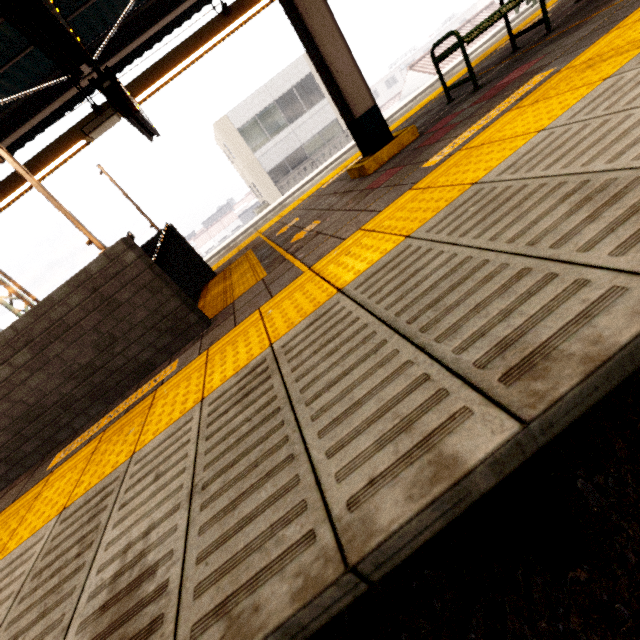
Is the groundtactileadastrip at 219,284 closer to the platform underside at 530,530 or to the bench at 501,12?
the platform underside at 530,530

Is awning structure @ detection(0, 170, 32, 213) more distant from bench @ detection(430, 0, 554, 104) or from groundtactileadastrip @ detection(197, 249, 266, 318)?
groundtactileadastrip @ detection(197, 249, 266, 318)

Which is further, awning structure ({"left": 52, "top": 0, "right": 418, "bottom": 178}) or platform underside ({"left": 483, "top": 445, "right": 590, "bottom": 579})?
awning structure ({"left": 52, "top": 0, "right": 418, "bottom": 178})

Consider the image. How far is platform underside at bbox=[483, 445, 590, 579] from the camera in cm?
107

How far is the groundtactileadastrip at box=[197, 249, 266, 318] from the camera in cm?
328

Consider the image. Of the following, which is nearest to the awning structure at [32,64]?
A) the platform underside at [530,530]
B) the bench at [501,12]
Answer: the bench at [501,12]

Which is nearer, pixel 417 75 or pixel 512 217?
pixel 512 217
